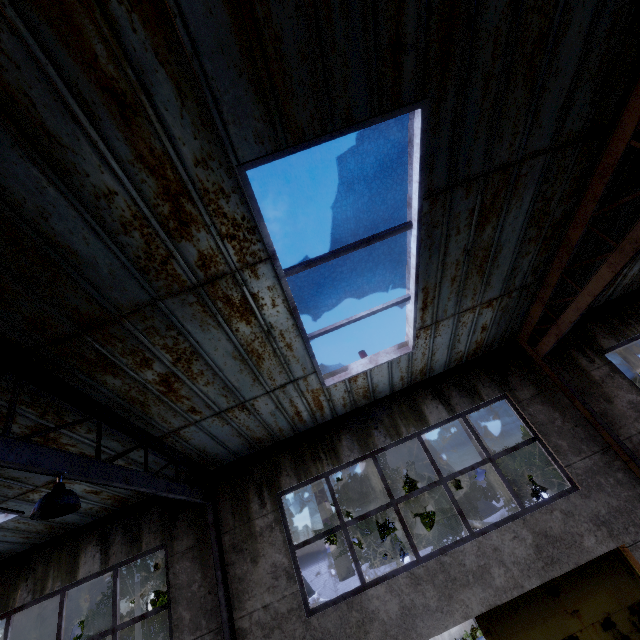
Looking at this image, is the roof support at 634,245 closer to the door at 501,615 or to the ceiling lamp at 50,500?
the door at 501,615

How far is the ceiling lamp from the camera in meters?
3.3 m

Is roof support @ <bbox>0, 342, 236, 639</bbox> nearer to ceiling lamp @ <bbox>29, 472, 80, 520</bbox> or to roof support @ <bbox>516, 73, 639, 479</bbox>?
ceiling lamp @ <bbox>29, 472, 80, 520</bbox>

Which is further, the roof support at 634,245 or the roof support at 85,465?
the roof support at 634,245

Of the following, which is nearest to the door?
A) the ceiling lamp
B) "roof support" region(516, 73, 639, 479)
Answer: "roof support" region(516, 73, 639, 479)

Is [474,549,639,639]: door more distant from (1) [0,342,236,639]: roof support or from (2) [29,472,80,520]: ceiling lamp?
(2) [29,472,80,520]: ceiling lamp

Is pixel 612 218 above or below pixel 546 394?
above

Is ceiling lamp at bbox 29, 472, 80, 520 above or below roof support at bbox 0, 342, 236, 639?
below
